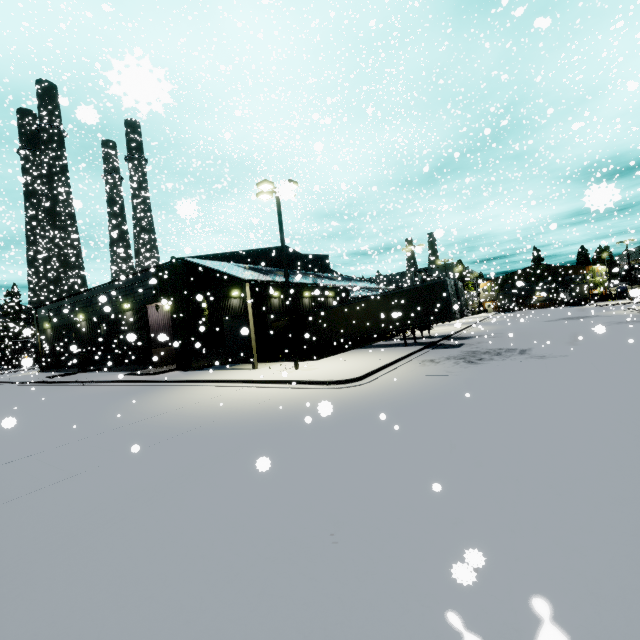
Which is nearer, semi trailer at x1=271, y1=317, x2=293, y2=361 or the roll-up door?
the roll-up door

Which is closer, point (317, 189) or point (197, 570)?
point (197, 570)

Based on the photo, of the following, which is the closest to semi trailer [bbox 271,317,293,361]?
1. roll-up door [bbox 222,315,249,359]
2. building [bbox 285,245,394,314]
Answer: building [bbox 285,245,394,314]

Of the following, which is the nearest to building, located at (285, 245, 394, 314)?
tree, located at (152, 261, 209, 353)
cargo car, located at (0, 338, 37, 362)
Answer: tree, located at (152, 261, 209, 353)

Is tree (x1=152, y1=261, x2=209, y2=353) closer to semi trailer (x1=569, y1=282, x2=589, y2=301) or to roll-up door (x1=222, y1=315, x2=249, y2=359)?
semi trailer (x1=569, y1=282, x2=589, y2=301)

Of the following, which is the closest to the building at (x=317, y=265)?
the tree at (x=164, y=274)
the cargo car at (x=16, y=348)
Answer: the tree at (x=164, y=274)

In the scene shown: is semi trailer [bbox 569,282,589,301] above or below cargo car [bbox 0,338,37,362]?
below

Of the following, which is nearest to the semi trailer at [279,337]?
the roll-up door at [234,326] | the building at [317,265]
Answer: the building at [317,265]
